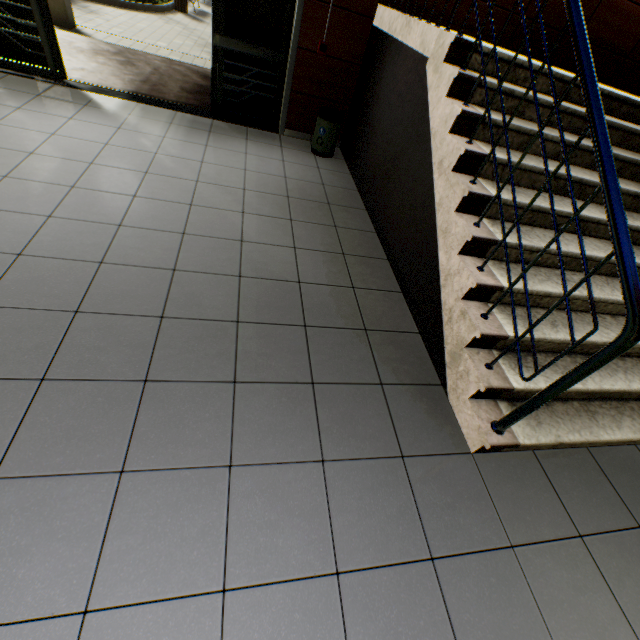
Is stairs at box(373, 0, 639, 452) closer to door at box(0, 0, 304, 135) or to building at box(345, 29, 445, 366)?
building at box(345, 29, 445, 366)

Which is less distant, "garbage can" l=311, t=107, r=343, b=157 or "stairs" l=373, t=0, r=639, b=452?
"stairs" l=373, t=0, r=639, b=452

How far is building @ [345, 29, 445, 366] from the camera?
2.83m

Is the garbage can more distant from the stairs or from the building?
the stairs

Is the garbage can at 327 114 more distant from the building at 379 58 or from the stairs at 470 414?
the stairs at 470 414

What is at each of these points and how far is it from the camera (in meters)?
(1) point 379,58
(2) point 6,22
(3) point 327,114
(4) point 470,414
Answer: (1) building, 4.20
(2) door, 3.97
(3) garbage can, 4.44
(4) stairs, 2.09

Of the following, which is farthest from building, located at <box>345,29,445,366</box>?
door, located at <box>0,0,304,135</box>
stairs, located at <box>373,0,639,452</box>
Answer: door, located at <box>0,0,304,135</box>

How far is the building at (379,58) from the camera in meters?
2.8 m
